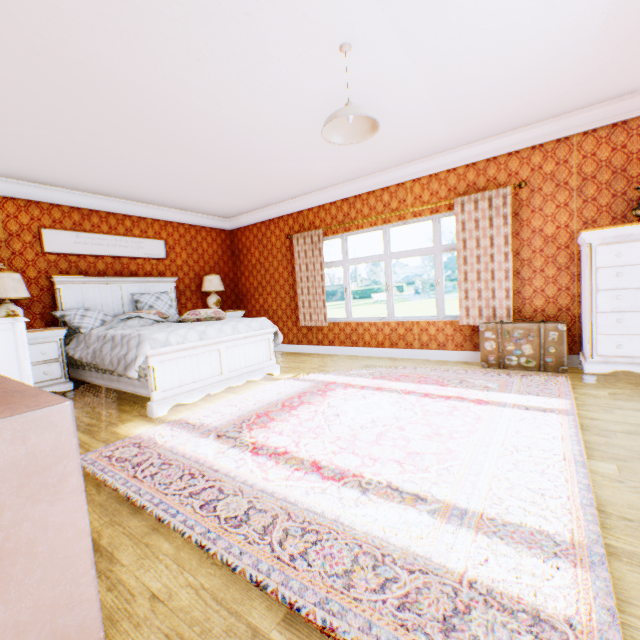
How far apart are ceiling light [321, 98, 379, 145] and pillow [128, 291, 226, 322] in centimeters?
398cm

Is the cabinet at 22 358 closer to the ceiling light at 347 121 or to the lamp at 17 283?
the lamp at 17 283

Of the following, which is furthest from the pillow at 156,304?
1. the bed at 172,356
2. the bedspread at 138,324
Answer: the bed at 172,356

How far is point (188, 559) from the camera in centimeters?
151cm

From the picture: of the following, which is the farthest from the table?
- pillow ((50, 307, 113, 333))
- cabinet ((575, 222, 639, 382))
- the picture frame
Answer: cabinet ((575, 222, 639, 382))

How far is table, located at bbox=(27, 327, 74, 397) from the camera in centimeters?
430cm

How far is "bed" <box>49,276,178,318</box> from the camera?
5.0 meters

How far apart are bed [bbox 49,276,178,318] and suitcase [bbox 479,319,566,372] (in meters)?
5.53
